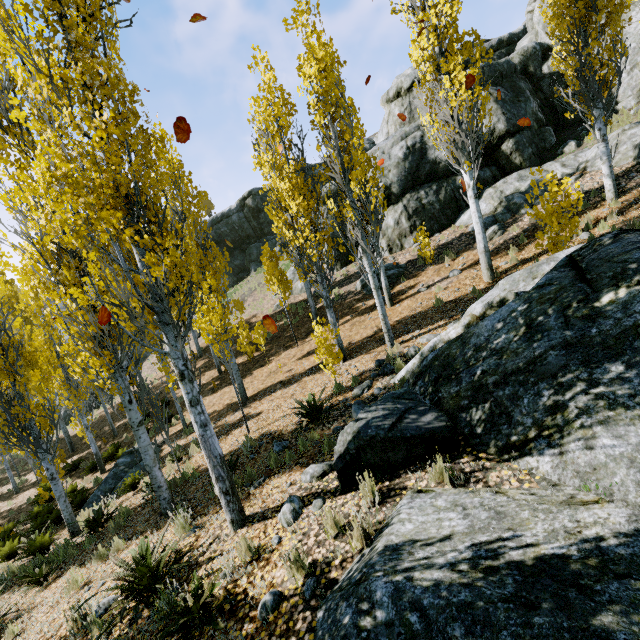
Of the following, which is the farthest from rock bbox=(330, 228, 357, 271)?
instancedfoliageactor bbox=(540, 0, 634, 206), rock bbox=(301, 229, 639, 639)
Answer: rock bbox=(301, 229, 639, 639)

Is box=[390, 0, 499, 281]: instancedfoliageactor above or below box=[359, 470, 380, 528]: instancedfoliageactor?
above

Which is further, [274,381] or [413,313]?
[274,381]

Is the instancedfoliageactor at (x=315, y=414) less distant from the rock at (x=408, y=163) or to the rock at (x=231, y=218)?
the rock at (x=408, y=163)

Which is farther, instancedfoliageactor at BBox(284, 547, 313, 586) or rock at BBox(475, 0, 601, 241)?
rock at BBox(475, 0, 601, 241)

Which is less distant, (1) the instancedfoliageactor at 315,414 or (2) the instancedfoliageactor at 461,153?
(1) the instancedfoliageactor at 315,414

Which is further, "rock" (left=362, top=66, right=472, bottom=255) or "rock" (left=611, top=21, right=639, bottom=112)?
"rock" (left=362, top=66, right=472, bottom=255)

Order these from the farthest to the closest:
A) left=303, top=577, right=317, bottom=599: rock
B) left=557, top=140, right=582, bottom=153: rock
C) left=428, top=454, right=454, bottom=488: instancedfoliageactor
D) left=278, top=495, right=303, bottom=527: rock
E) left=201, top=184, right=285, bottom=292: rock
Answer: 1. left=201, top=184, right=285, bottom=292: rock
2. left=557, top=140, right=582, bottom=153: rock
3. left=278, top=495, right=303, bottom=527: rock
4. left=428, top=454, right=454, bottom=488: instancedfoliageactor
5. left=303, top=577, right=317, bottom=599: rock
